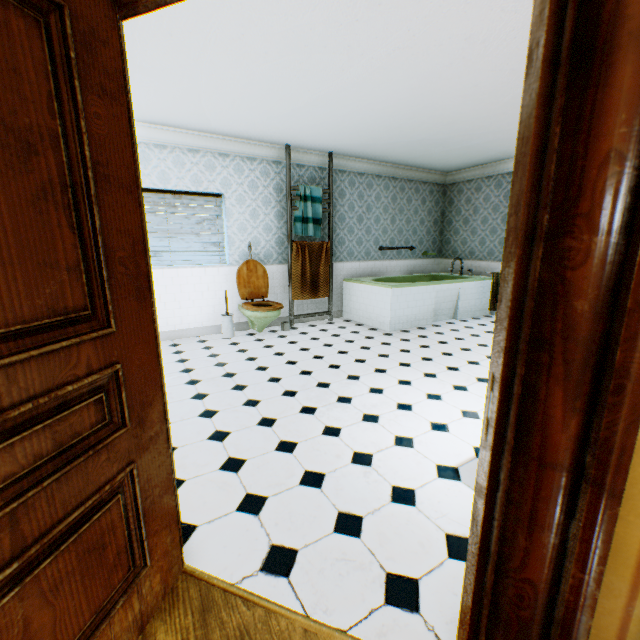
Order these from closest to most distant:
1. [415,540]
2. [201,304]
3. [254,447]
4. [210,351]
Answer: [415,540]
[254,447]
[210,351]
[201,304]

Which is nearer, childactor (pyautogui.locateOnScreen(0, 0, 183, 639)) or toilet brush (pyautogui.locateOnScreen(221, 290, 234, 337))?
childactor (pyautogui.locateOnScreen(0, 0, 183, 639))

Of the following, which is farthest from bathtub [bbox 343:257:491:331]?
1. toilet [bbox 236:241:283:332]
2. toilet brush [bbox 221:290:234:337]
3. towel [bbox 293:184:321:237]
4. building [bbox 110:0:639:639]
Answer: toilet brush [bbox 221:290:234:337]

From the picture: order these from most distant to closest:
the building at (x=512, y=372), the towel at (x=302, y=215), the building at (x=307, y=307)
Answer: the building at (x=307, y=307), the towel at (x=302, y=215), the building at (x=512, y=372)

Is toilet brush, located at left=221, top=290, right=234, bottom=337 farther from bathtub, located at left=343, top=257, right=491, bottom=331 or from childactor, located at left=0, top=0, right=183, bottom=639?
childactor, located at left=0, top=0, right=183, bottom=639

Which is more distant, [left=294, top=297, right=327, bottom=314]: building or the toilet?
[left=294, top=297, right=327, bottom=314]: building

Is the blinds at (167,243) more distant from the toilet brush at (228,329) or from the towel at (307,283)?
the towel at (307,283)

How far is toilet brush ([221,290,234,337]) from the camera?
5.3 meters
